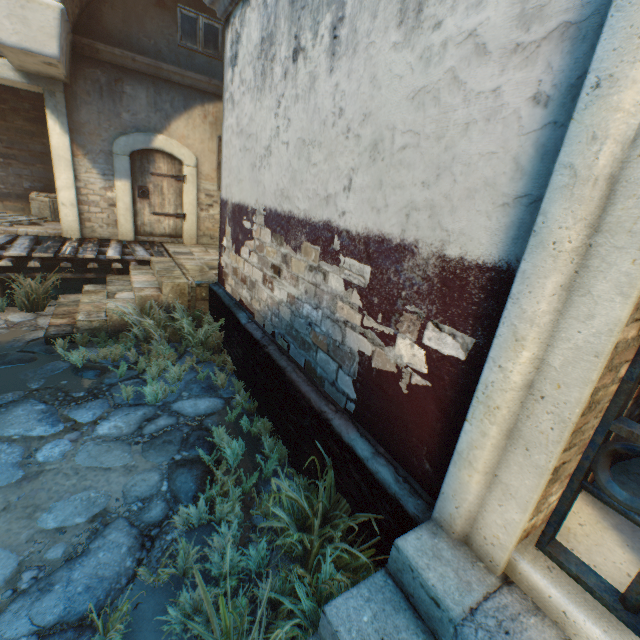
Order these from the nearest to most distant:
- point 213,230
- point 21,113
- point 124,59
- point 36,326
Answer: point 36,326
point 124,59
point 21,113
point 213,230

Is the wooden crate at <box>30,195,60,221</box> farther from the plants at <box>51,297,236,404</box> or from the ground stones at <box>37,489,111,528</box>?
the plants at <box>51,297,236,404</box>

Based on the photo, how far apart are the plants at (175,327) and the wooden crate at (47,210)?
5.7 meters

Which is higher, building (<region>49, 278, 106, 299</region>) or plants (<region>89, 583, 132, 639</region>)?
plants (<region>89, 583, 132, 639</region>)

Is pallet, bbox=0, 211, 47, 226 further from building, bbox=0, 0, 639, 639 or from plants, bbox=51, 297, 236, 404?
building, bbox=0, 0, 639, 639

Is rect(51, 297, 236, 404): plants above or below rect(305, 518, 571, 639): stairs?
below

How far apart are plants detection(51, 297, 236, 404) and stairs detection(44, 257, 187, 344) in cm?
1

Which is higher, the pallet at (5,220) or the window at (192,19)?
the window at (192,19)
